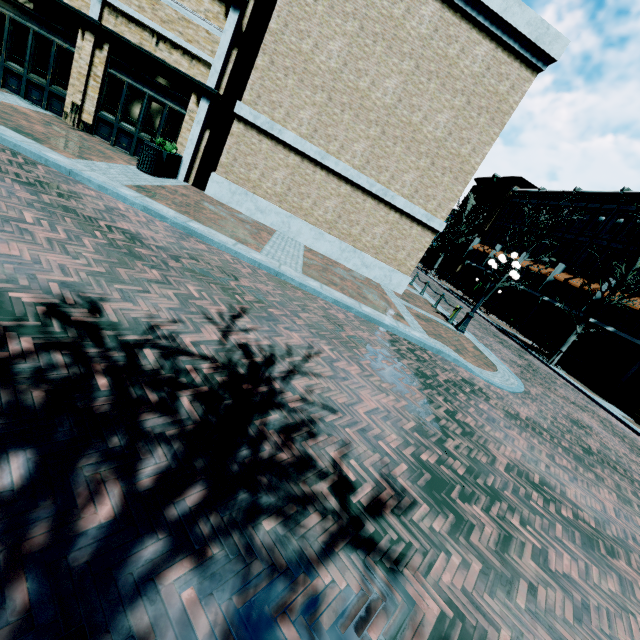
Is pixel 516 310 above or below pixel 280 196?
above

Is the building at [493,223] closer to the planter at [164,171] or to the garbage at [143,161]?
the garbage at [143,161]

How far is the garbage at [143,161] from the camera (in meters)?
10.13

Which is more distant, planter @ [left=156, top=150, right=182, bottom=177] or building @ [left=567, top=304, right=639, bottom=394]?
building @ [left=567, top=304, right=639, bottom=394]

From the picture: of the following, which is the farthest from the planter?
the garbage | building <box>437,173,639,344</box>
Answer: building <box>437,173,639,344</box>

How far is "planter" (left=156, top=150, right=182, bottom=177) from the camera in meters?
10.9 m

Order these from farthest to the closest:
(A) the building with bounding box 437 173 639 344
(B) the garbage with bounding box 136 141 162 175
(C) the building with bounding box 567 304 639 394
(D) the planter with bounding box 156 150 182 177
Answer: (A) the building with bounding box 437 173 639 344 → (C) the building with bounding box 567 304 639 394 → (D) the planter with bounding box 156 150 182 177 → (B) the garbage with bounding box 136 141 162 175

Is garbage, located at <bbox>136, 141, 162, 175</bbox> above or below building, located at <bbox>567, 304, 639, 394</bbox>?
below
